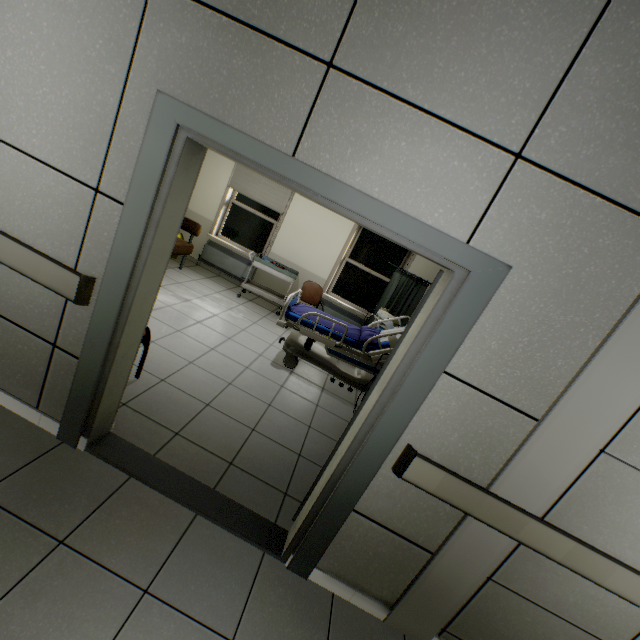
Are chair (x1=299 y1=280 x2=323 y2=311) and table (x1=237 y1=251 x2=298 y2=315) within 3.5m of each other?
yes

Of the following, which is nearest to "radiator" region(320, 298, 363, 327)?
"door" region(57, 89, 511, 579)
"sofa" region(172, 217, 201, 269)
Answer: "sofa" region(172, 217, 201, 269)

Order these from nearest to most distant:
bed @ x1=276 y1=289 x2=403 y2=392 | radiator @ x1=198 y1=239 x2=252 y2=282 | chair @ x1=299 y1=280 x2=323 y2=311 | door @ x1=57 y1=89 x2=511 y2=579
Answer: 1. door @ x1=57 y1=89 x2=511 y2=579
2. bed @ x1=276 y1=289 x2=403 y2=392
3. chair @ x1=299 y1=280 x2=323 y2=311
4. radiator @ x1=198 y1=239 x2=252 y2=282

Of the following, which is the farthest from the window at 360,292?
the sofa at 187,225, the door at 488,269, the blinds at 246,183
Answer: the door at 488,269

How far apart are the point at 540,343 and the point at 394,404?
0.8m

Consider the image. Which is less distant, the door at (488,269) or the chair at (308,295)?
the door at (488,269)

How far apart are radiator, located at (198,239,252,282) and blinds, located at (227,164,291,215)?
1.16m

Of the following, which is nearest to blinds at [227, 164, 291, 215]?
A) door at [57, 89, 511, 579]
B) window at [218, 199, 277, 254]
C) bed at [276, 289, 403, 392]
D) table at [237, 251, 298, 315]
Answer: window at [218, 199, 277, 254]
